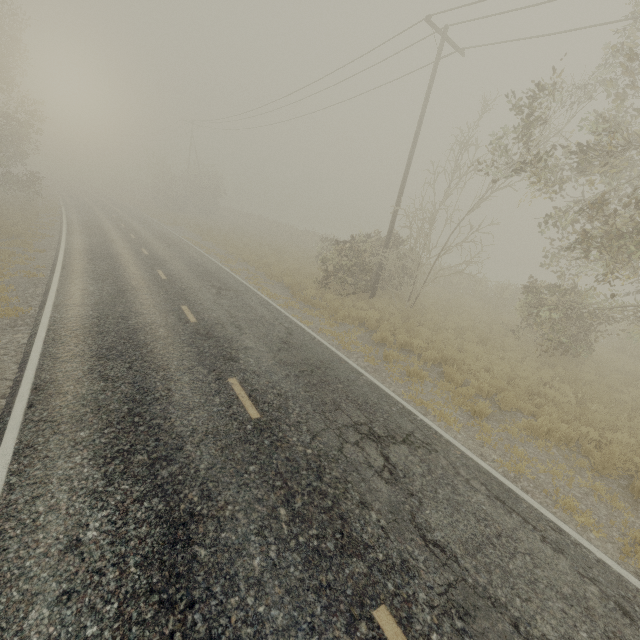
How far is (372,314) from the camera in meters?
13.1 m
